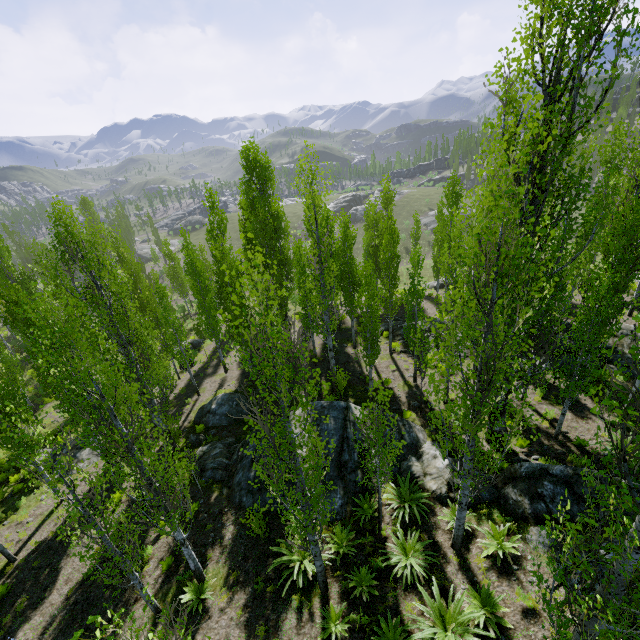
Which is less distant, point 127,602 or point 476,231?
point 476,231

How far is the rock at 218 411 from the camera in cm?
1861

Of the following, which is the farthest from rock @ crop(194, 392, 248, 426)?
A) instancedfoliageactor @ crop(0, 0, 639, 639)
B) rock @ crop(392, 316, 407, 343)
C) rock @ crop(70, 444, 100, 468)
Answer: rock @ crop(392, 316, 407, 343)

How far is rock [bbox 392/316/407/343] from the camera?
23.30m

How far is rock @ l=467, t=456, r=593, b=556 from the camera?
8.73m

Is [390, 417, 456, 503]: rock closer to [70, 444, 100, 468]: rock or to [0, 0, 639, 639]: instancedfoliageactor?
[0, 0, 639, 639]: instancedfoliageactor
